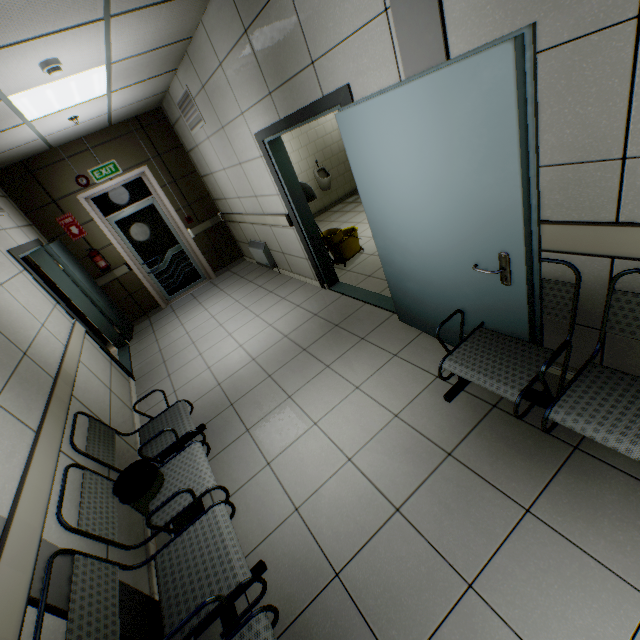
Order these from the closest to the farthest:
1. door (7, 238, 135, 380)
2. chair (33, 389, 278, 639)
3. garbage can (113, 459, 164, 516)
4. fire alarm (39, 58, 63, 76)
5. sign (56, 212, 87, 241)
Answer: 1. chair (33, 389, 278, 639)
2. garbage can (113, 459, 164, 516)
3. fire alarm (39, 58, 63, 76)
4. door (7, 238, 135, 380)
5. sign (56, 212, 87, 241)

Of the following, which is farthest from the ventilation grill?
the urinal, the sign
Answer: the urinal

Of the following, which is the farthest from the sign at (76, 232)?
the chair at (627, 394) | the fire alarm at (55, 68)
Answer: the chair at (627, 394)

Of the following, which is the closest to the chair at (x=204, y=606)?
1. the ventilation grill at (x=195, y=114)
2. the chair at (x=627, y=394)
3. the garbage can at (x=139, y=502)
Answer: the garbage can at (x=139, y=502)

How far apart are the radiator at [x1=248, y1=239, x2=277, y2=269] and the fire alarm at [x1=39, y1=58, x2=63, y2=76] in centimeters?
339cm

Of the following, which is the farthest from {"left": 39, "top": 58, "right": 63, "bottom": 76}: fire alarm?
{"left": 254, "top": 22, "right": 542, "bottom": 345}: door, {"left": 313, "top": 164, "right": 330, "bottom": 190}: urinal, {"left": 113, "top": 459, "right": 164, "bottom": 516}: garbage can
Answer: {"left": 313, "top": 164, "right": 330, "bottom": 190}: urinal

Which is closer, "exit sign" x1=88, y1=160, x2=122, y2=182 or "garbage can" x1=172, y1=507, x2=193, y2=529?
"garbage can" x1=172, y1=507, x2=193, y2=529

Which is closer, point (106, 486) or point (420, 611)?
point (420, 611)
